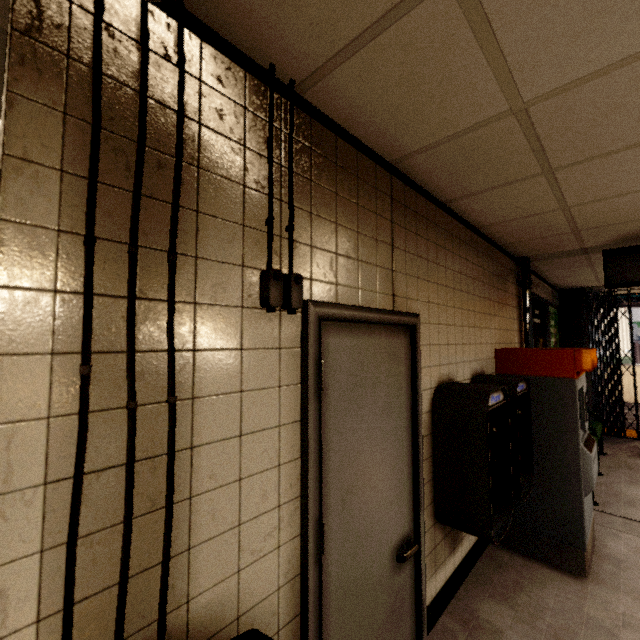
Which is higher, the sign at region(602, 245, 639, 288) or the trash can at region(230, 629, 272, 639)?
the sign at region(602, 245, 639, 288)

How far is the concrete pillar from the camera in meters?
6.3

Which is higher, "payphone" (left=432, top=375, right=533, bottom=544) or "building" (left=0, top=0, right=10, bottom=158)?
"building" (left=0, top=0, right=10, bottom=158)

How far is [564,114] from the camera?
1.5m

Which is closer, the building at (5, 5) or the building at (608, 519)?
the building at (5, 5)

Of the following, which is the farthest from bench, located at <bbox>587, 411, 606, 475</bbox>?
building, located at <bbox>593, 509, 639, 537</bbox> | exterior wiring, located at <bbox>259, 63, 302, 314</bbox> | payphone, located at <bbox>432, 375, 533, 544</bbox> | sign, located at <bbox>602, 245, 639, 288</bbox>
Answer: exterior wiring, located at <bbox>259, 63, 302, 314</bbox>

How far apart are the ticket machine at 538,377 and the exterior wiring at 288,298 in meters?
2.7

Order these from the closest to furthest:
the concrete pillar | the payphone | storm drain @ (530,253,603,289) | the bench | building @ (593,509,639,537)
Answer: the payphone < building @ (593,509,639,537) < storm drain @ (530,253,603,289) < the bench < the concrete pillar
